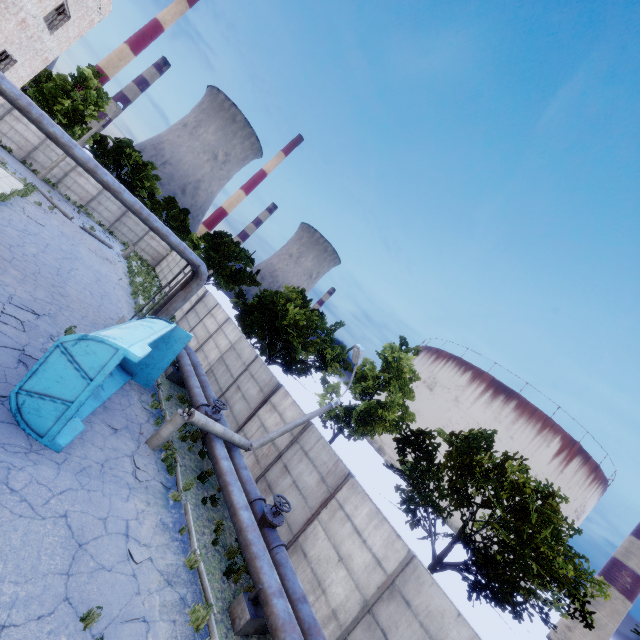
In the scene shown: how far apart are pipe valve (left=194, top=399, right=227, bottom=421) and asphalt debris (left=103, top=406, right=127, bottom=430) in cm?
253

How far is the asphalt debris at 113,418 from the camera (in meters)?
9.74

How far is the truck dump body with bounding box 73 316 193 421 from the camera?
9.0 meters

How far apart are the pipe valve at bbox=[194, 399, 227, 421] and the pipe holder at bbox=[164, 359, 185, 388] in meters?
3.6

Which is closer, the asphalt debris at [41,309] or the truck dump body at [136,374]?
the truck dump body at [136,374]

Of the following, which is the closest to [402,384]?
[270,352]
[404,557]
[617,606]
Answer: [270,352]

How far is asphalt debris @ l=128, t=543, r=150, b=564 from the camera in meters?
6.8

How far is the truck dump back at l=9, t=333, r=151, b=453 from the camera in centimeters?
723cm
